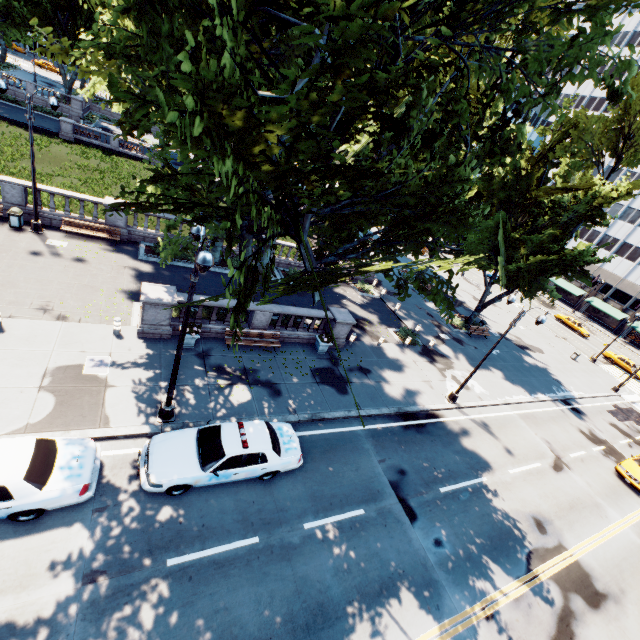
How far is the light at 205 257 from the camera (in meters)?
7.70

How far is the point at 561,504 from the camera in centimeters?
1627cm

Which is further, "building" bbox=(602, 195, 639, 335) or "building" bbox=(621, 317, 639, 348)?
"building" bbox=(602, 195, 639, 335)

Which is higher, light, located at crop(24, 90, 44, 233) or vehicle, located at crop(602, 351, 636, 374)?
vehicle, located at crop(602, 351, 636, 374)

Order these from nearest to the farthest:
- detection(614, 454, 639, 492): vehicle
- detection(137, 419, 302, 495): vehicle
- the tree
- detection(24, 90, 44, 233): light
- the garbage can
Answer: the tree → detection(137, 419, 302, 495): vehicle → detection(24, 90, 44, 233): light → the garbage can → detection(614, 454, 639, 492): vehicle

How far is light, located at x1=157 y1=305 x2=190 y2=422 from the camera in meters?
9.7

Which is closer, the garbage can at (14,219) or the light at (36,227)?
the light at (36,227)

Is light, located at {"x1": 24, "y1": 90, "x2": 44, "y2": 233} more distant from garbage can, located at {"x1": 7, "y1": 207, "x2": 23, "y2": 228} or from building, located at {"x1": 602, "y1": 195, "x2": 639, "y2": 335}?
building, located at {"x1": 602, "y1": 195, "x2": 639, "y2": 335}
